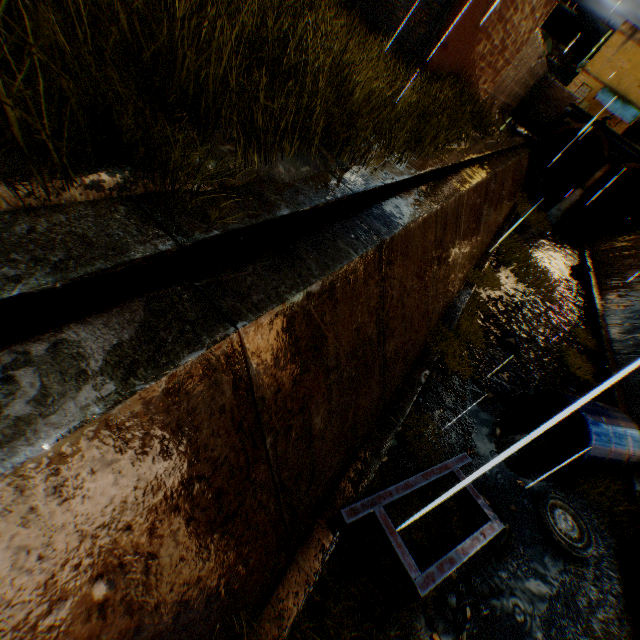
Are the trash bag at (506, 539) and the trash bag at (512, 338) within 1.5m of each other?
no

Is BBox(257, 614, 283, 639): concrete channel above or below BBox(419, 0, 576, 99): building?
below

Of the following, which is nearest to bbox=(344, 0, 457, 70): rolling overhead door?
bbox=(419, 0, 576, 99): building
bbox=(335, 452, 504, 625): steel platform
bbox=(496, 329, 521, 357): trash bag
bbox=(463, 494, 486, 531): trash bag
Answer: bbox=(419, 0, 576, 99): building

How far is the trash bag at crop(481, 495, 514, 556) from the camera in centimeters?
450cm

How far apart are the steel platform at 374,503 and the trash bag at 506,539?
0.36m

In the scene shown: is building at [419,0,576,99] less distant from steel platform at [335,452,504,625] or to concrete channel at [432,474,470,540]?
concrete channel at [432,474,470,540]

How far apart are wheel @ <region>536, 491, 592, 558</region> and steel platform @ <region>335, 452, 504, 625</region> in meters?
2.0 m

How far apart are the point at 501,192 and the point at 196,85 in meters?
12.9 m
